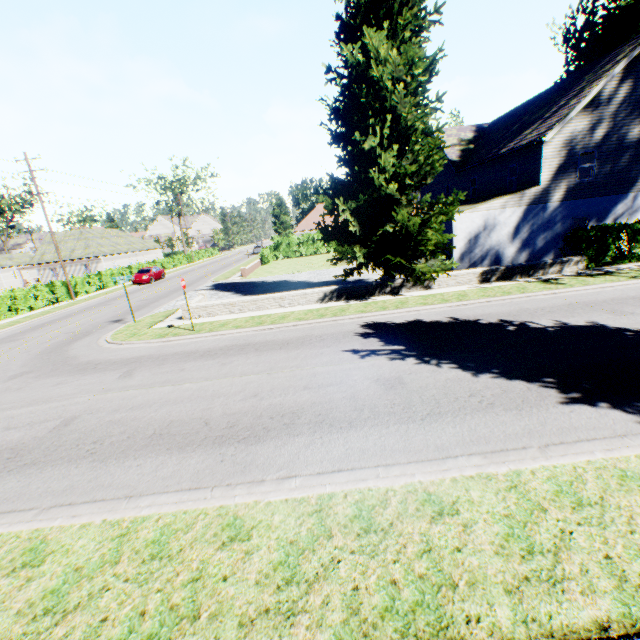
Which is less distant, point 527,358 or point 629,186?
point 527,358

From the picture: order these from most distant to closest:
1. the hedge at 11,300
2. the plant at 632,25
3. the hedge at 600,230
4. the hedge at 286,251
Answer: the hedge at 286,251 → the hedge at 11,300 → the plant at 632,25 → the hedge at 600,230

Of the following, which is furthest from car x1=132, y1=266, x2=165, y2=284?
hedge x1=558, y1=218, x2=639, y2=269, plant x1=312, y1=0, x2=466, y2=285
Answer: hedge x1=558, y1=218, x2=639, y2=269

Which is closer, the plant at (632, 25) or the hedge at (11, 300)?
the plant at (632, 25)

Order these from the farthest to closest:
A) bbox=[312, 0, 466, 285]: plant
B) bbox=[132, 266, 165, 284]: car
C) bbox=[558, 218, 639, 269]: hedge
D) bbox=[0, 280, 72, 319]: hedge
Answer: bbox=[132, 266, 165, 284]: car, bbox=[0, 280, 72, 319]: hedge, bbox=[558, 218, 639, 269]: hedge, bbox=[312, 0, 466, 285]: plant

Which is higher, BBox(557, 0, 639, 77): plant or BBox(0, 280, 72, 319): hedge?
BBox(557, 0, 639, 77): plant

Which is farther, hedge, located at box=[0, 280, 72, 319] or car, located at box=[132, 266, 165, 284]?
car, located at box=[132, 266, 165, 284]

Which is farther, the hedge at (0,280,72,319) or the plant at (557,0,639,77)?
the hedge at (0,280,72,319)
